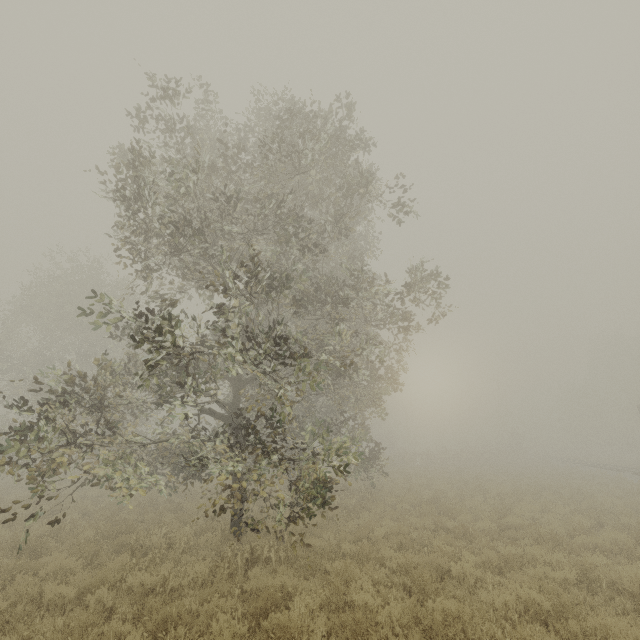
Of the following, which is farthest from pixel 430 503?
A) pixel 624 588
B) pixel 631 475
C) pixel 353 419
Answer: pixel 631 475
